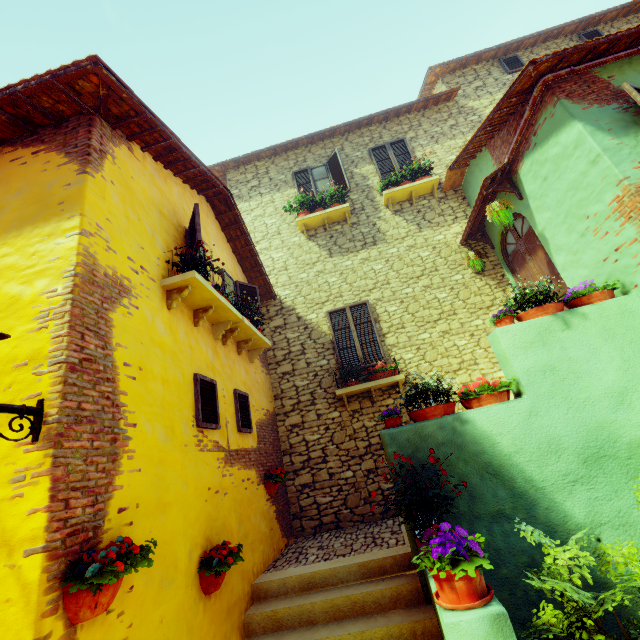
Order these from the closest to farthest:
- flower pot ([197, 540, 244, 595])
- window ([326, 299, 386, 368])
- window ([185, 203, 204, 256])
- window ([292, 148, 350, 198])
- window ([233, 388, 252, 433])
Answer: flower pot ([197, 540, 244, 595]) < window ([185, 203, 204, 256]) < window ([233, 388, 252, 433]) < window ([326, 299, 386, 368]) < window ([292, 148, 350, 198])

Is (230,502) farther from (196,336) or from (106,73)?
(106,73)

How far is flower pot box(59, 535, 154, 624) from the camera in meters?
2.0 m

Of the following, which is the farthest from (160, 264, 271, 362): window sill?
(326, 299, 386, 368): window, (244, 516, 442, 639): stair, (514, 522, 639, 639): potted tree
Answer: (514, 522, 639, 639): potted tree

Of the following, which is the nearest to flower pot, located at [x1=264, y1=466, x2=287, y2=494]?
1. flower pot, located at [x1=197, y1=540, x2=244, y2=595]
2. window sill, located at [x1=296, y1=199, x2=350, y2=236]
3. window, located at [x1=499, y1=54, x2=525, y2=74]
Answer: flower pot, located at [x1=197, y1=540, x2=244, y2=595]

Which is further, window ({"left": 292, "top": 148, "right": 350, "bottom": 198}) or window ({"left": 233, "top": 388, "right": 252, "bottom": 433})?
window ({"left": 292, "top": 148, "right": 350, "bottom": 198})

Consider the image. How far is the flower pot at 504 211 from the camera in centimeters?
607cm

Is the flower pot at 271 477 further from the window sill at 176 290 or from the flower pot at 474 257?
the flower pot at 474 257
